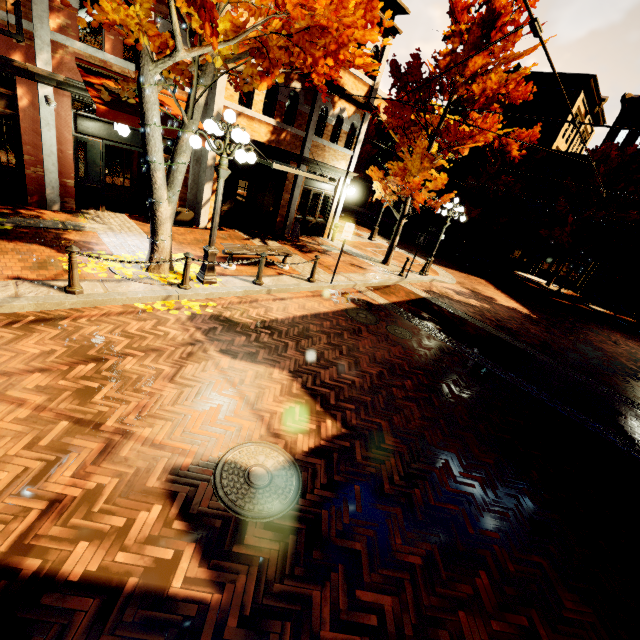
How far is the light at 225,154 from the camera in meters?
6.2

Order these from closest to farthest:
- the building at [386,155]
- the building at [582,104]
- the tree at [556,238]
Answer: the tree at [556,238] → the building at [582,104] → the building at [386,155]

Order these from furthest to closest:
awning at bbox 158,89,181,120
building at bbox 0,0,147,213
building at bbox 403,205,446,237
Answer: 1. building at bbox 403,205,446,237
2. awning at bbox 158,89,181,120
3. building at bbox 0,0,147,213

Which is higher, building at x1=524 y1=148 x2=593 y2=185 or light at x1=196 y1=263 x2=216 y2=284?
building at x1=524 y1=148 x2=593 y2=185

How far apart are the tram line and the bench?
7.2 meters

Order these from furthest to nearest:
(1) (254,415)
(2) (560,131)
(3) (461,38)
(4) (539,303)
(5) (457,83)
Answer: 1. (2) (560,131)
2. (4) (539,303)
3. (5) (457,83)
4. (3) (461,38)
5. (1) (254,415)

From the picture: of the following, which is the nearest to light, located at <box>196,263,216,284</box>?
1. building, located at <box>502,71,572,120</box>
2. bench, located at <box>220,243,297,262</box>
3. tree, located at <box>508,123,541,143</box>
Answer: bench, located at <box>220,243,297,262</box>

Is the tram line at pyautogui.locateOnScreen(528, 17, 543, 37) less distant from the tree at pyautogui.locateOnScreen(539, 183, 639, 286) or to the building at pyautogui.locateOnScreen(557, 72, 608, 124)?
the tree at pyautogui.locateOnScreen(539, 183, 639, 286)
